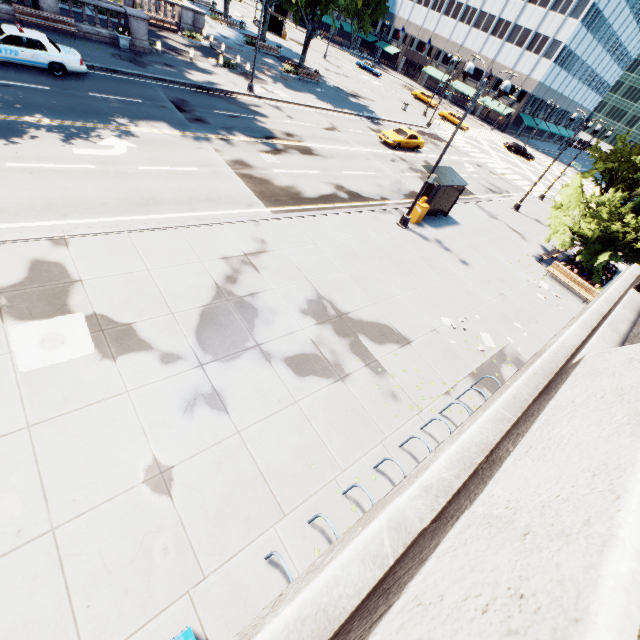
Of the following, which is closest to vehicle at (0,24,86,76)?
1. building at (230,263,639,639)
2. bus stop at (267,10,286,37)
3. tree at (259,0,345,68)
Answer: tree at (259,0,345,68)

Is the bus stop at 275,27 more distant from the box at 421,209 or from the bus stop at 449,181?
the box at 421,209

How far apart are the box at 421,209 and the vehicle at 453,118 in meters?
40.4 m

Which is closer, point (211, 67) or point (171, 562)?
point (171, 562)

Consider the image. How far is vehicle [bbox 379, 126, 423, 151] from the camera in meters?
28.3

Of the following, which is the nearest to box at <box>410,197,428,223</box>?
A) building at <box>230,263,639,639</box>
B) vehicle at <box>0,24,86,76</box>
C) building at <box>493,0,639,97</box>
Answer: building at <box>230,263,639,639</box>

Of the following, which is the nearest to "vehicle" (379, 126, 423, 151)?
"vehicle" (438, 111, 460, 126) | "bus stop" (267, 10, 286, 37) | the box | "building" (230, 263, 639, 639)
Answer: the box

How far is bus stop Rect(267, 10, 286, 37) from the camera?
50.4 meters
